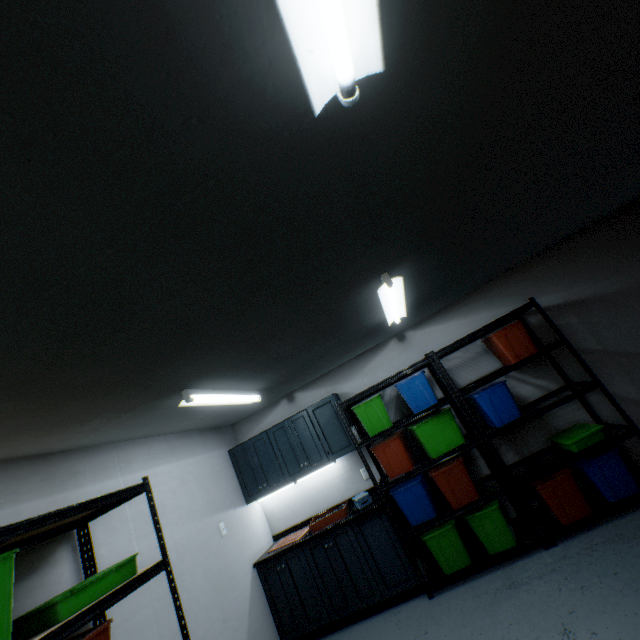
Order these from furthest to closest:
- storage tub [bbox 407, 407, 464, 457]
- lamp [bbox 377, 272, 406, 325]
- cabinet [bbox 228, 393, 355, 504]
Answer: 1. cabinet [bbox 228, 393, 355, 504]
2. storage tub [bbox 407, 407, 464, 457]
3. lamp [bbox 377, 272, 406, 325]

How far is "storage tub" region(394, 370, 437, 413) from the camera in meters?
3.4

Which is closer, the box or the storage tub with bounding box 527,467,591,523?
the storage tub with bounding box 527,467,591,523

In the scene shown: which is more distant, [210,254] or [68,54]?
[210,254]

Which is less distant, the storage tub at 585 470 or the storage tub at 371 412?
the storage tub at 585 470

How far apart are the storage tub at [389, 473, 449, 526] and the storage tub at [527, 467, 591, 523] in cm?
93

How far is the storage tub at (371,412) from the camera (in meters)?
3.57

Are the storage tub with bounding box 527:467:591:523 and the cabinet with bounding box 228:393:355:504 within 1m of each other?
no
